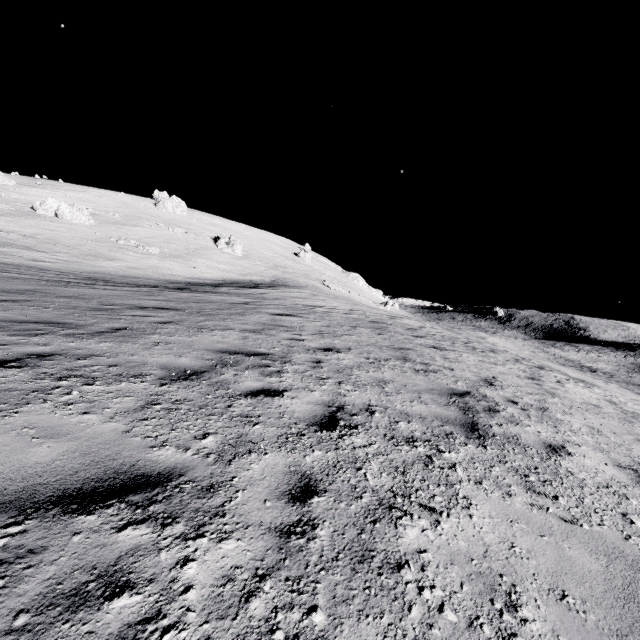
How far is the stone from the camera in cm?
4481

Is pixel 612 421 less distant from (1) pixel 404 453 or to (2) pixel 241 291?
(1) pixel 404 453

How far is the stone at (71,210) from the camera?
44.8m
